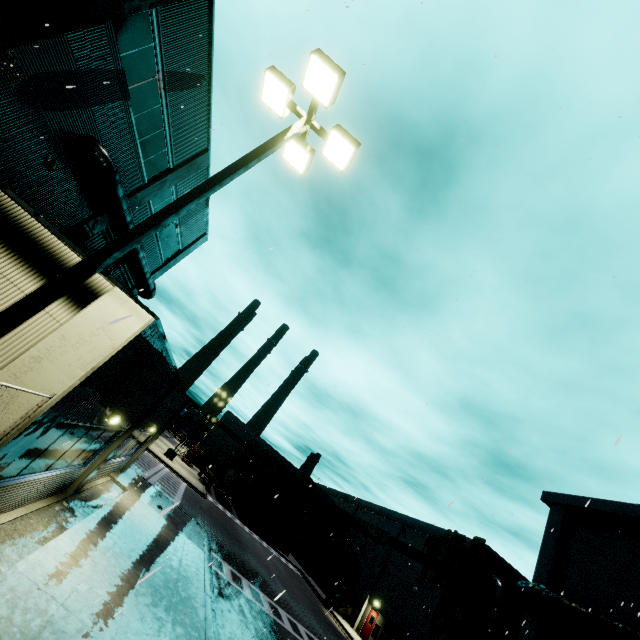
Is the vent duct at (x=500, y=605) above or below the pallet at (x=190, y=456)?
above

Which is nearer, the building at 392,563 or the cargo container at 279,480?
the building at 392,563

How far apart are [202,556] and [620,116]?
21.1m

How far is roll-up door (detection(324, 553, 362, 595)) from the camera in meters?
34.8

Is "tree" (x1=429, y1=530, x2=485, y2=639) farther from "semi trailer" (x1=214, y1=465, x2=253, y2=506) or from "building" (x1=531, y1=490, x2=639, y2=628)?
"semi trailer" (x1=214, y1=465, x2=253, y2=506)

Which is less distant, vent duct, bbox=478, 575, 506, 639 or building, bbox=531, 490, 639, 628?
building, bbox=531, 490, 639, 628

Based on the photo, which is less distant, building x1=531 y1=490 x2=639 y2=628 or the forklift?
building x1=531 y1=490 x2=639 y2=628

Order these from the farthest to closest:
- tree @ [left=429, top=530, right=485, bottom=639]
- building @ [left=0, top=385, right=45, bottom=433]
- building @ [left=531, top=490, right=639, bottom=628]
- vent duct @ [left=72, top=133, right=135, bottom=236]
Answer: tree @ [left=429, top=530, right=485, bottom=639] → building @ [left=531, top=490, right=639, bottom=628] → vent duct @ [left=72, top=133, right=135, bottom=236] → building @ [left=0, top=385, right=45, bottom=433]
